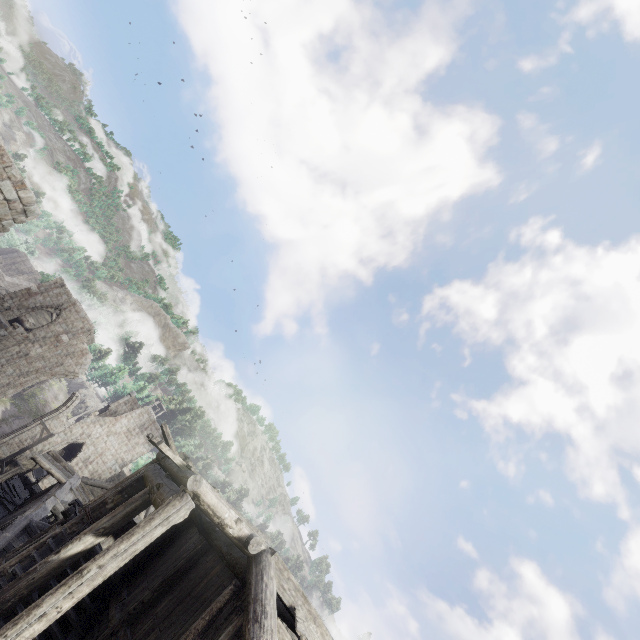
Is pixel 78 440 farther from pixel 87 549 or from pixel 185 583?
pixel 185 583

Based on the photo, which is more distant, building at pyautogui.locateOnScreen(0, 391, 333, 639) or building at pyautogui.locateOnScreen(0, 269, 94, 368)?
building at pyautogui.locateOnScreen(0, 269, 94, 368)

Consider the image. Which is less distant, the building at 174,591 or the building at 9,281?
the building at 174,591

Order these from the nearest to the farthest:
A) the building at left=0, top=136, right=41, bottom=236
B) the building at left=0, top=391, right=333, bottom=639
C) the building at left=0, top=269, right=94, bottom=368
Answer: the building at left=0, top=391, right=333, bottom=639
the building at left=0, top=136, right=41, bottom=236
the building at left=0, top=269, right=94, bottom=368
